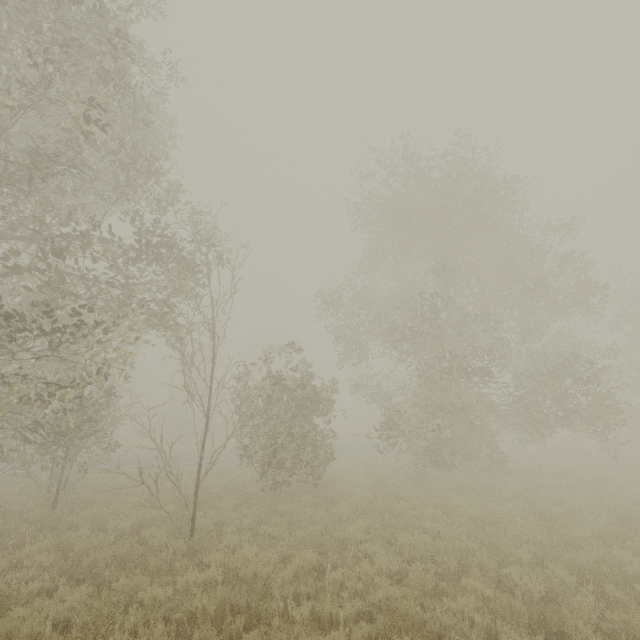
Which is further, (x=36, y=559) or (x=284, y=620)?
(x=36, y=559)
